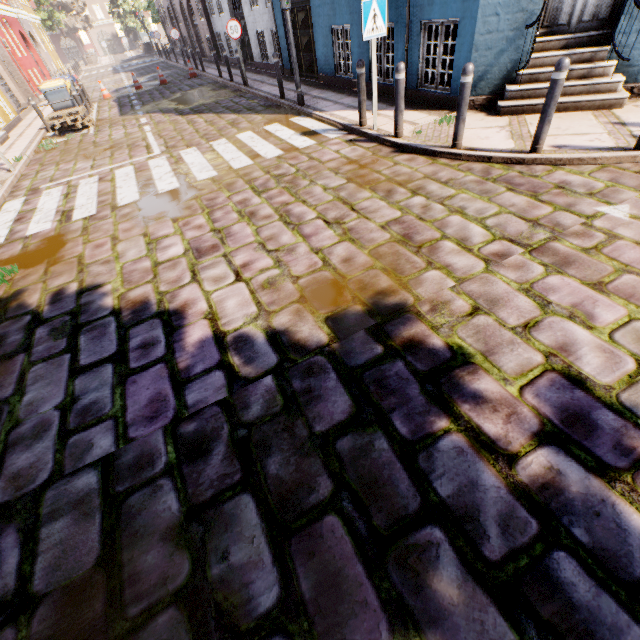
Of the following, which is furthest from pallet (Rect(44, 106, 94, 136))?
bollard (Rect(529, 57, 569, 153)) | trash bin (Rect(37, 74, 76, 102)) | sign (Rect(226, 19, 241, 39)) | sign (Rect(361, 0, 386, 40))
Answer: bollard (Rect(529, 57, 569, 153))

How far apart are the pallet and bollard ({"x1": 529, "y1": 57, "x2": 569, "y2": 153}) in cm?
1389

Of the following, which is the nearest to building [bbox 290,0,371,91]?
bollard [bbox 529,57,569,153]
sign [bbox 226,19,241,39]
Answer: sign [bbox 226,19,241,39]

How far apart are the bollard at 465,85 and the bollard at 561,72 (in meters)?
1.02

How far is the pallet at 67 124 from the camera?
11.0 meters

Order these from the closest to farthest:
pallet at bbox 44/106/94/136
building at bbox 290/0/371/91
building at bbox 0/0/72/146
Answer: building at bbox 290/0/371/91 → pallet at bbox 44/106/94/136 → building at bbox 0/0/72/146

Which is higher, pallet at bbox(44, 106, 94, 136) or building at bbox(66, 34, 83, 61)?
building at bbox(66, 34, 83, 61)

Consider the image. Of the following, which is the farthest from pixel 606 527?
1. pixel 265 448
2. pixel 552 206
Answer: pixel 552 206
